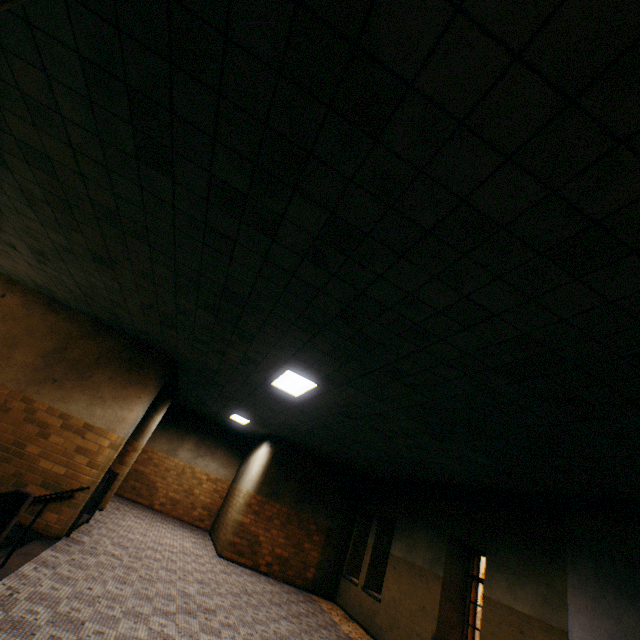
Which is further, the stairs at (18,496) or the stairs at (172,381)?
the stairs at (172,381)

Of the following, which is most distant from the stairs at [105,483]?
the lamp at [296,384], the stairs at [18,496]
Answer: the lamp at [296,384]

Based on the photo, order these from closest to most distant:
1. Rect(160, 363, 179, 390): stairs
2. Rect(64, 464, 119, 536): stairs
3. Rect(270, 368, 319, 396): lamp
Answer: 1. Rect(270, 368, 319, 396): lamp
2. Rect(64, 464, 119, 536): stairs
3. Rect(160, 363, 179, 390): stairs

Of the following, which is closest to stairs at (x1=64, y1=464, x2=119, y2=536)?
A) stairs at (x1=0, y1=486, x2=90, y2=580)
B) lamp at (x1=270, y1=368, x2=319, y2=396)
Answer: stairs at (x1=0, y1=486, x2=90, y2=580)

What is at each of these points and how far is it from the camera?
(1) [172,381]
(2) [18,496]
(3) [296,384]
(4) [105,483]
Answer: (1) stairs, 10.1 meters
(2) stairs, 3.4 meters
(3) lamp, 6.2 meters
(4) stairs, 8.2 meters

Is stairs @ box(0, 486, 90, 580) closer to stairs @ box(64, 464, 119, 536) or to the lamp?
stairs @ box(64, 464, 119, 536)
